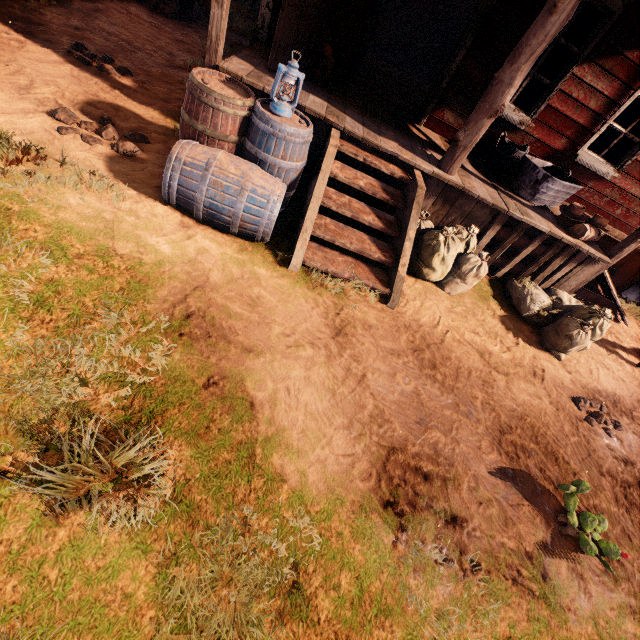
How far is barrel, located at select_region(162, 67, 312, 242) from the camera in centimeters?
282cm

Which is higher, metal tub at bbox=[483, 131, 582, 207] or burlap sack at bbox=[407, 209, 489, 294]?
metal tub at bbox=[483, 131, 582, 207]

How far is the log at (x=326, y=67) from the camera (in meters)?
4.35

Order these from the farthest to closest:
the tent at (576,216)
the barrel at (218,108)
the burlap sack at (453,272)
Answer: the tent at (576,216) → the burlap sack at (453,272) → the barrel at (218,108)

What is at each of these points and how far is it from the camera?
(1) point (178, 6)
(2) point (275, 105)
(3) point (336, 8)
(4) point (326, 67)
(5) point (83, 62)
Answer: (1) instancedfoliageactor, 6.6m
(2) lantern, 3.1m
(3) bp, 4.1m
(4) log, 4.5m
(5) z, 4.1m

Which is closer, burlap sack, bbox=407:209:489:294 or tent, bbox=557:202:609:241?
burlap sack, bbox=407:209:489:294

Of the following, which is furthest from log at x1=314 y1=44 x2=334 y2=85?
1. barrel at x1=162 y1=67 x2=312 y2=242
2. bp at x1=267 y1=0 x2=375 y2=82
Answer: barrel at x1=162 y1=67 x2=312 y2=242

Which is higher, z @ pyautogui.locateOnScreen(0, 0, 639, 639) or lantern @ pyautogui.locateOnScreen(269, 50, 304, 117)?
lantern @ pyautogui.locateOnScreen(269, 50, 304, 117)
